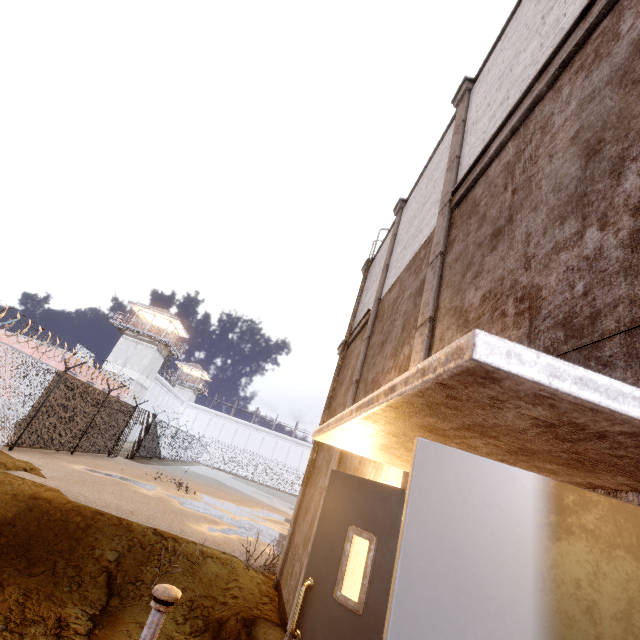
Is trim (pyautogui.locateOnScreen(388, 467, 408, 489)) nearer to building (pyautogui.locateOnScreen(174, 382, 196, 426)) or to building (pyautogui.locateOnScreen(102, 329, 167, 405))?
building (pyautogui.locateOnScreen(102, 329, 167, 405))

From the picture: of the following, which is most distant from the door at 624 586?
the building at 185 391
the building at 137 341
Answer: the building at 185 391

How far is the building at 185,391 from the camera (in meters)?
56.02

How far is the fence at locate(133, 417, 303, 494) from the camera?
24.5 meters

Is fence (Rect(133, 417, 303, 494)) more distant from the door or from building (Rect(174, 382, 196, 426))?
Result: building (Rect(174, 382, 196, 426))

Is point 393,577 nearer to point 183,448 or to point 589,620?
point 589,620

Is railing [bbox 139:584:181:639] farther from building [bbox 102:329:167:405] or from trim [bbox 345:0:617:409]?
building [bbox 102:329:167:405]
